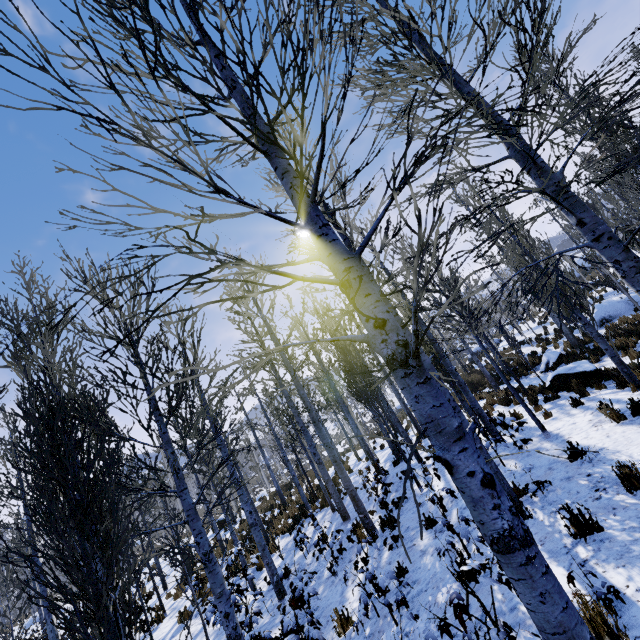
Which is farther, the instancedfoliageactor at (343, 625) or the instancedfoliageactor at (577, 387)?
the instancedfoliageactor at (577, 387)

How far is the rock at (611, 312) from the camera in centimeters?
1638cm

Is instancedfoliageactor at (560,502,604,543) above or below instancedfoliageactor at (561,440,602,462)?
above

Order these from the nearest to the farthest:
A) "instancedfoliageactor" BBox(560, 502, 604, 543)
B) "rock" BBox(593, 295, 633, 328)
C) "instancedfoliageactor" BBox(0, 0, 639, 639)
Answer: "instancedfoliageactor" BBox(0, 0, 639, 639), "instancedfoliageactor" BBox(560, 502, 604, 543), "rock" BBox(593, 295, 633, 328)

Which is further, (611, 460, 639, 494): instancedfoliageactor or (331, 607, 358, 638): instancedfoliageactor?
(331, 607, 358, 638): instancedfoliageactor

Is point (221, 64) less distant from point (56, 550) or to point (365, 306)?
point (365, 306)

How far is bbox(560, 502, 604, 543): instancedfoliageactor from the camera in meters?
4.0
